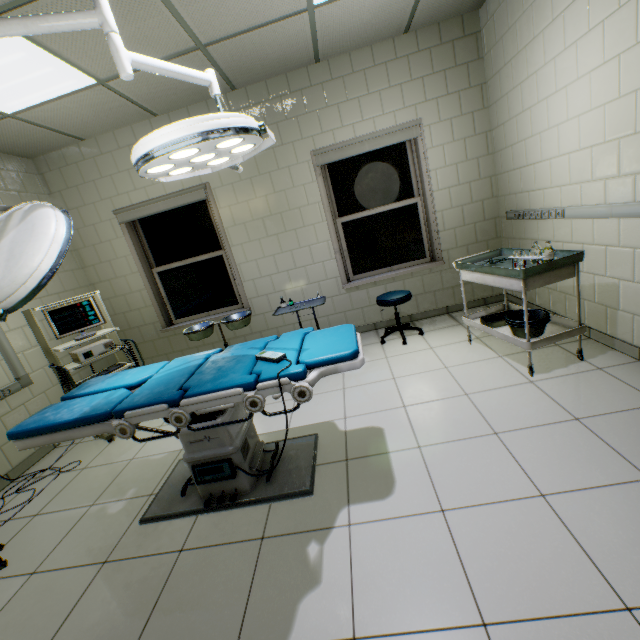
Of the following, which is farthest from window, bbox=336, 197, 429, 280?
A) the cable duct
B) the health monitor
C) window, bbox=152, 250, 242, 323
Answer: the cable duct

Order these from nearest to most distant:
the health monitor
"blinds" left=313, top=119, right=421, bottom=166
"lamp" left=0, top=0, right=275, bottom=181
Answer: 1. "lamp" left=0, top=0, right=275, bottom=181
2. the health monitor
3. "blinds" left=313, top=119, right=421, bottom=166

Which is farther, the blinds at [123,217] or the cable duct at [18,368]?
the blinds at [123,217]

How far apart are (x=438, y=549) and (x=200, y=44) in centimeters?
407cm

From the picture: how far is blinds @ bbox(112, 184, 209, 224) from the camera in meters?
4.1

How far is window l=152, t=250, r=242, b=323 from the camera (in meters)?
4.52

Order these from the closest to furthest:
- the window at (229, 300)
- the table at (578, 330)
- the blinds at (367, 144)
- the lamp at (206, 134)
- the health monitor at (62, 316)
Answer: the lamp at (206, 134) → the table at (578, 330) → the health monitor at (62, 316) → the blinds at (367, 144) → the window at (229, 300)

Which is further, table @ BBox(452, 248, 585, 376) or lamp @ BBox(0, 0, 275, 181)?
table @ BBox(452, 248, 585, 376)
